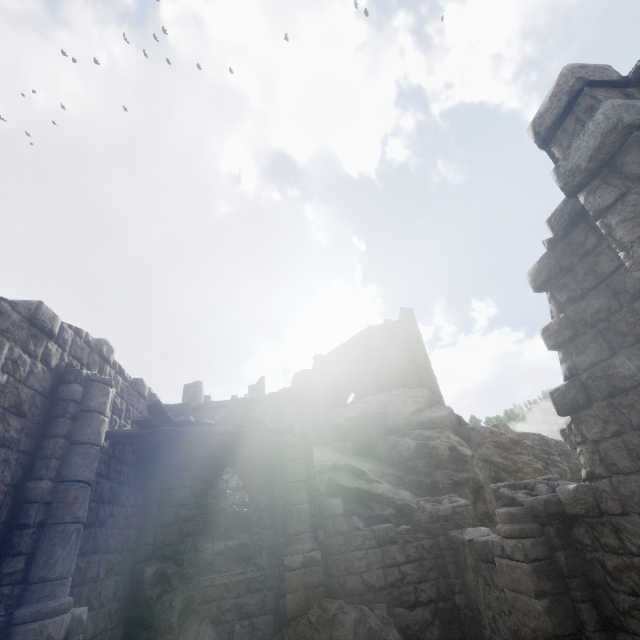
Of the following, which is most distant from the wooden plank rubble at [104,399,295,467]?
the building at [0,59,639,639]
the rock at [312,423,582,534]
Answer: the rock at [312,423,582,534]

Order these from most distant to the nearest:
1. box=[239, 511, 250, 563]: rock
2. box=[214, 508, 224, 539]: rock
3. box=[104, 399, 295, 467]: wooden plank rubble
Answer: box=[214, 508, 224, 539]: rock, box=[239, 511, 250, 563]: rock, box=[104, 399, 295, 467]: wooden plank rubble

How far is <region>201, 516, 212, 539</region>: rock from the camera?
11.0m

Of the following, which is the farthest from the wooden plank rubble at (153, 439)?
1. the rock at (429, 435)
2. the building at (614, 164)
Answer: the rock at (429, 435)

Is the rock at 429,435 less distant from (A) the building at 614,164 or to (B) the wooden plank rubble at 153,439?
(A) the building at 614,164

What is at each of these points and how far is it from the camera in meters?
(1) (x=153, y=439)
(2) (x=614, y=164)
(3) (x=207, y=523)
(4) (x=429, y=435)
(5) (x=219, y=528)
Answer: (1) wooden plank rubble, 7.6
(2) building, 3.4
(3) rock, 11.3
(4) rock, 16.1
(5) rock, 11.4
